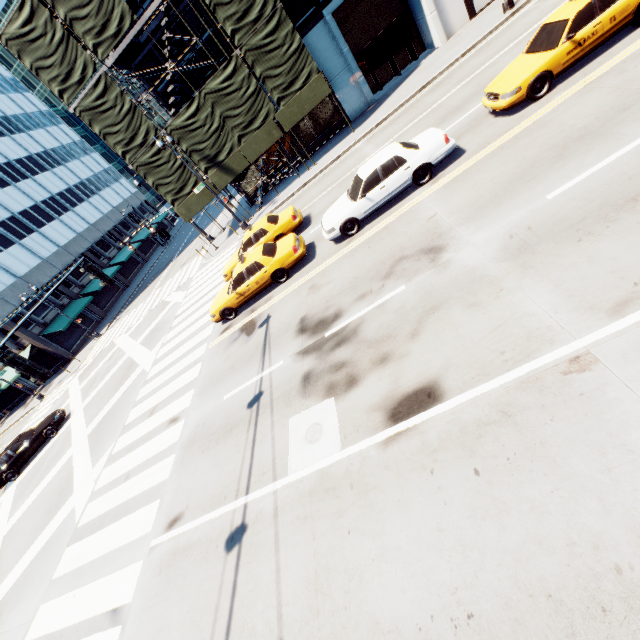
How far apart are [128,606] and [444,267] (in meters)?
10.53

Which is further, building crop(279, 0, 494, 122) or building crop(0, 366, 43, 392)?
building crop(0, 366, 43, 392)

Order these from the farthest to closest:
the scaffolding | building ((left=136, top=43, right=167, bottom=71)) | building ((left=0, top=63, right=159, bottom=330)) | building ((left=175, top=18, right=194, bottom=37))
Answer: building ((left=0, top=63, right=159, bottom=330)), building ((left=136, top=43, right=167, bottom=71)), building ((left=175, top=18, right=194, bottom=37)), the scaffolding

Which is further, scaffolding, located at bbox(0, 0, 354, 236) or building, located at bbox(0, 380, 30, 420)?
building, located at bbox(0, 380, 30, 420)

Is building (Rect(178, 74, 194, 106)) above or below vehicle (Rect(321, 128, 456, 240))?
above

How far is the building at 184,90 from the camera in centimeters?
2212cm

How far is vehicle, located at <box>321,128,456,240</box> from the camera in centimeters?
1050cm

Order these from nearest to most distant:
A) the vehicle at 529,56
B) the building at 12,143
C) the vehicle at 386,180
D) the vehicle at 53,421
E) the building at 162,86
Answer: the vehicle at 529,56, the vehicle at 386,180, the vehicle at 53,421, the building at 162,86, the building at 12,143
